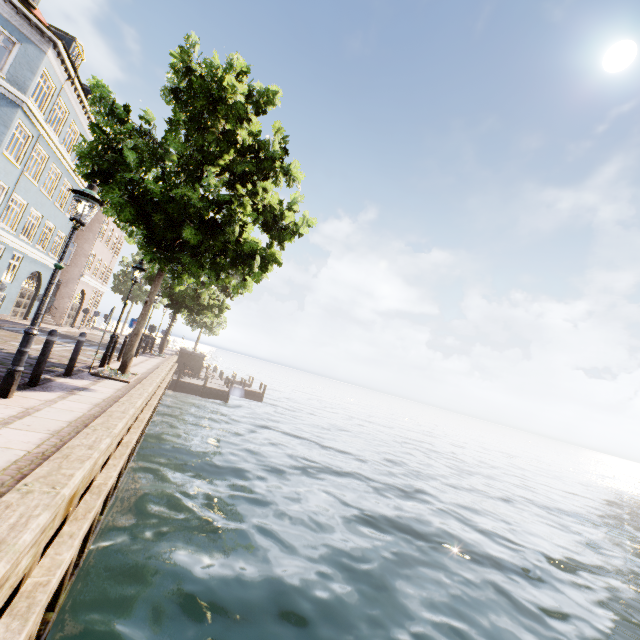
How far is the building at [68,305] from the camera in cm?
2462

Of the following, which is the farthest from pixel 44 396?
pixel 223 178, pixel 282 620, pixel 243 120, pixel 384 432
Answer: pixel 384 432

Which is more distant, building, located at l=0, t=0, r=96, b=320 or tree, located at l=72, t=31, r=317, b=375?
building, located at l=0, t=0, r=96, b=320

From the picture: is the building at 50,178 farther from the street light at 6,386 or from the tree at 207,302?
the street light at 6,386

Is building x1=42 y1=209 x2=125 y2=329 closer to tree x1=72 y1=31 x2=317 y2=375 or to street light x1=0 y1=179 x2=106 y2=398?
tree x1=72 y1=31 x2=317 y2=375

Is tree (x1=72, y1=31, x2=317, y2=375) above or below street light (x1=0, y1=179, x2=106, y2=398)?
above
